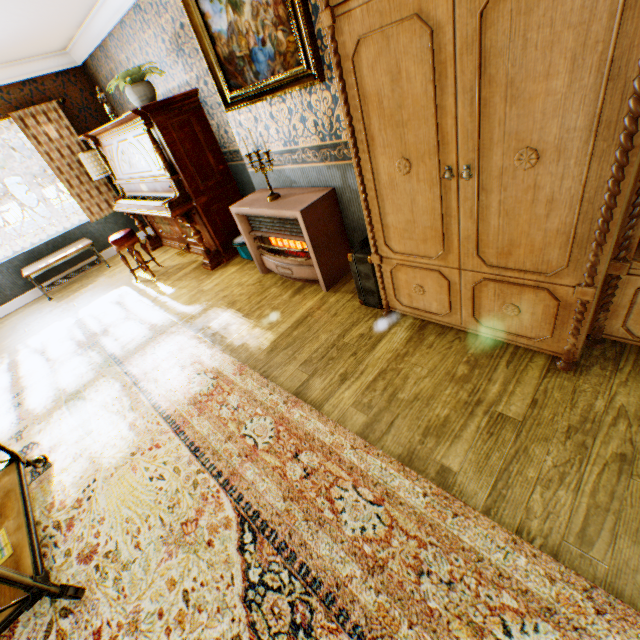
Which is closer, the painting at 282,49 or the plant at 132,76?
the painting at 282,49

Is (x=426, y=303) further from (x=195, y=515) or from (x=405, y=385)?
(x=195, y=515)

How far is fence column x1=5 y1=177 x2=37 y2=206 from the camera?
15.12m

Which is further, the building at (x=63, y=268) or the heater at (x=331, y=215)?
the building at (x=63, y=268)

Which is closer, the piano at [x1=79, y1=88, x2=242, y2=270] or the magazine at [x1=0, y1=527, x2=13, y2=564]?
the magazine at [x1=0, y1=527, x2=13, y2=564]

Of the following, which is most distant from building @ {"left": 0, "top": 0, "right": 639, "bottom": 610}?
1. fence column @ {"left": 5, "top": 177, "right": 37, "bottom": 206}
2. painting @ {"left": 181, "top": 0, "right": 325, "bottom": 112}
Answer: fence column @ {"left": 5, "top": 177, "right": 37, "bottom": 206}

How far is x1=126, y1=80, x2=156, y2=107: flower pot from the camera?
3.85m

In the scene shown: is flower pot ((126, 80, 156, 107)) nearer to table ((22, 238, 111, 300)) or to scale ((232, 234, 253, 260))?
scale ((232, 234, 253, 260))
